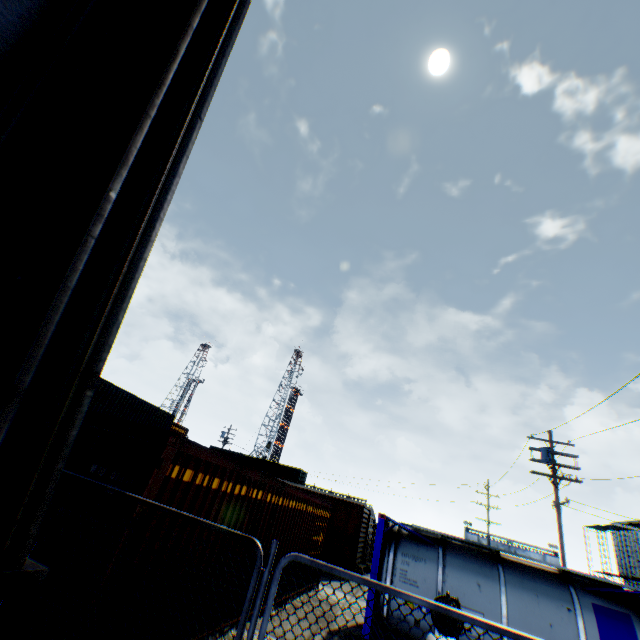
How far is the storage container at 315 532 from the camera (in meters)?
4.55

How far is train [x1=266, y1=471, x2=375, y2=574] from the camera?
17.53m

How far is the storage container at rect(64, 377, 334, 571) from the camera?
4.6m

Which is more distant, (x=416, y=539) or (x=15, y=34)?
(x=416, y=539)

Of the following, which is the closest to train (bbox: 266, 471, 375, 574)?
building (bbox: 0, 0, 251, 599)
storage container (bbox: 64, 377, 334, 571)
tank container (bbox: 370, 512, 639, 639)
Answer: tank container (bbox: 370, 512, 639, 639)

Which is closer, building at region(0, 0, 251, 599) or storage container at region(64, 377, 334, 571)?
building at region(0, 0, 251, 599)

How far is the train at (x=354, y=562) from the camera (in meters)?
17.53

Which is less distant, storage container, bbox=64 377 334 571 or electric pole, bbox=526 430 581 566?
storage container, bbox=64 377 334 571
